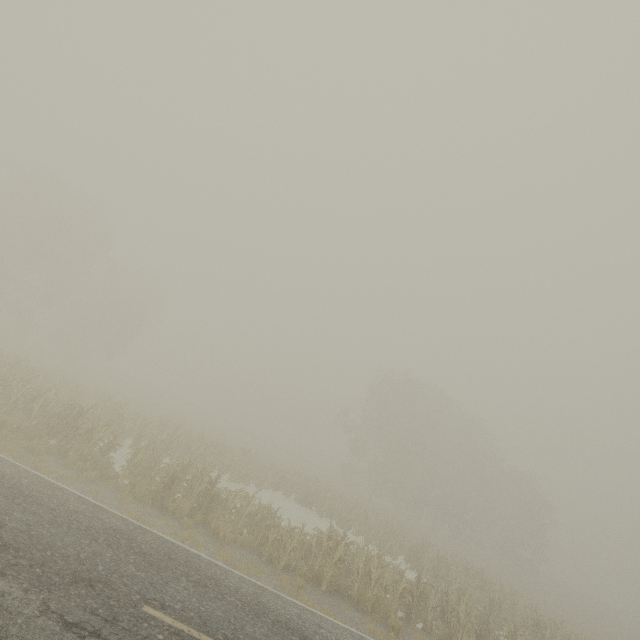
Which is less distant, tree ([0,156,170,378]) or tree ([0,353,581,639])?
tree ([0,353,581,639])

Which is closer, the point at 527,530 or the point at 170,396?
the point at 527,530

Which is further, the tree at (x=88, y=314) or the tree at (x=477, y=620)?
the tree at (x=88, y=314)
